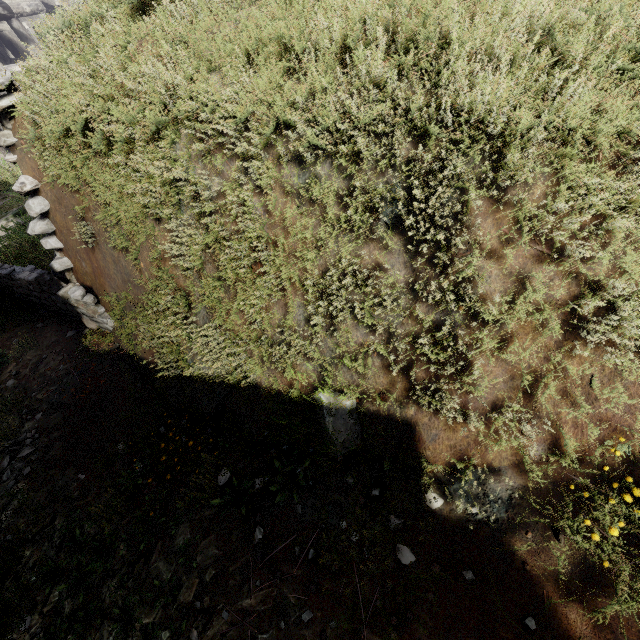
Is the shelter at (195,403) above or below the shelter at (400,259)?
below

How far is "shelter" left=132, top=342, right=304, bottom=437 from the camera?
2.90m

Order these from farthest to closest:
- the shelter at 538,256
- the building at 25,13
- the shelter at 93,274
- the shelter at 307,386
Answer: the building at 25,13
the shelter at 93,274
the shelter at 307,386
the shelter at 538,256

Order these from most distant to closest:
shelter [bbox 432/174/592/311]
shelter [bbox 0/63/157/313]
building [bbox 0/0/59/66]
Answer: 1. building [bbox 0/0/59/66]
2. shelter [bbox 0/63/157/313]
3. shelter [bbox 432/174/592/311]

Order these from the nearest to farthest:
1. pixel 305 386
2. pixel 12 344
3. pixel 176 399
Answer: pixel 305 386 < pixel 176 399 < pixel 12 344

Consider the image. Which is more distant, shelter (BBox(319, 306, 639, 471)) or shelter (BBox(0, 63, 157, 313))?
shelter (BBox(0, 63, 157, 313))
